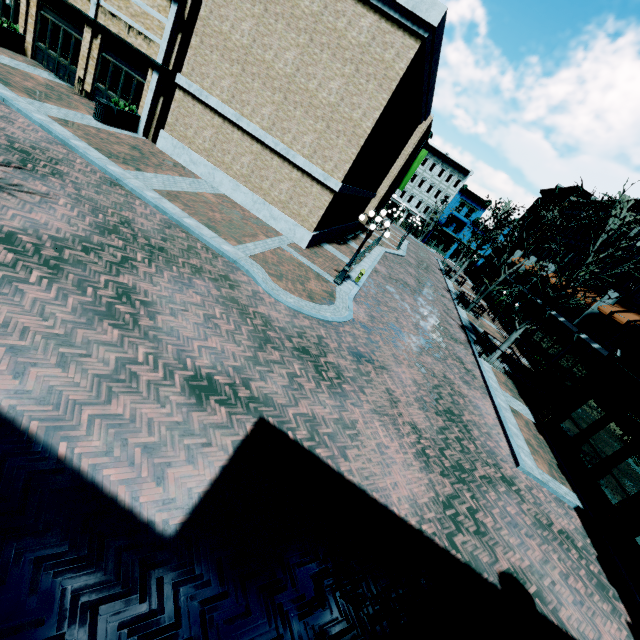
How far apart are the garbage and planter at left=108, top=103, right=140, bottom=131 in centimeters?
9cm

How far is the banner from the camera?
20.5 meters

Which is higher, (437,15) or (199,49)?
(437,15)

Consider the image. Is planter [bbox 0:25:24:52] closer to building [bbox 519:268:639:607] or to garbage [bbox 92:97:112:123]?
building [bbox 519:268:639:607]

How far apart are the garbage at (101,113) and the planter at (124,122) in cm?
9

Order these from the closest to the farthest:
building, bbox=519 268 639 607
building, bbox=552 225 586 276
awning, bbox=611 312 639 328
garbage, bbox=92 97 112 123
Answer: building, bbox=519 268 639 607 < garbage, bbox=92 97 112 123 < awning, bbox=611 312 639 328 < building, bbox=552 225 586 276

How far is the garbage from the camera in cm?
1422

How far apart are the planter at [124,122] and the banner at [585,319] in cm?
2806
